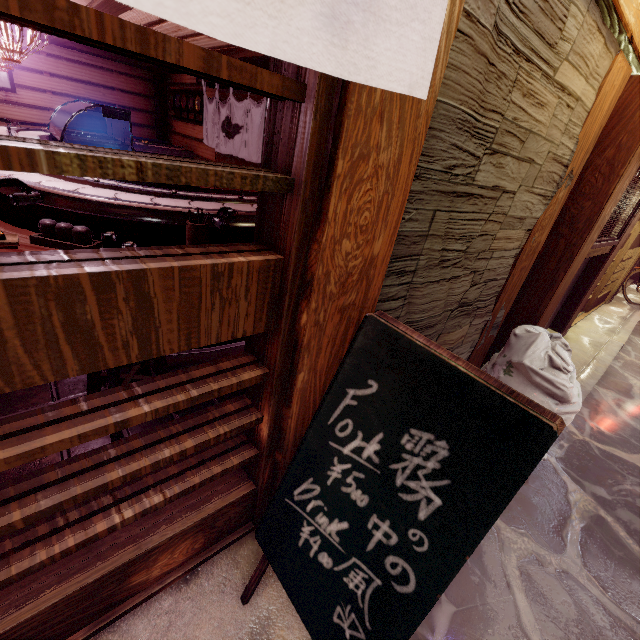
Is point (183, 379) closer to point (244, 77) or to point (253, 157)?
point (244, 77)

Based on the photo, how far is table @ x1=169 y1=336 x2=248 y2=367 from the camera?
5.4 meters

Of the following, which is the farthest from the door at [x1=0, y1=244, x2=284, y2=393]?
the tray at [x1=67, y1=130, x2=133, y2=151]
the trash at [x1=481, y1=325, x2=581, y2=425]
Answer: the tray at [x1=67, y1=130, x2=133, y2=151]

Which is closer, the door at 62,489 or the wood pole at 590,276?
the door at 62,489

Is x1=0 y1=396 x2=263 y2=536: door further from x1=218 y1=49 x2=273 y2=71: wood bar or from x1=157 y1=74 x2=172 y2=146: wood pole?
x1=157 y1=74 x2=172 y2=146: wood pole

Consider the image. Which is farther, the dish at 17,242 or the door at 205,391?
the dish at 17,242

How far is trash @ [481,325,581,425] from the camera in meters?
4.8 m

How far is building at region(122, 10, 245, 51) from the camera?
6.7m
